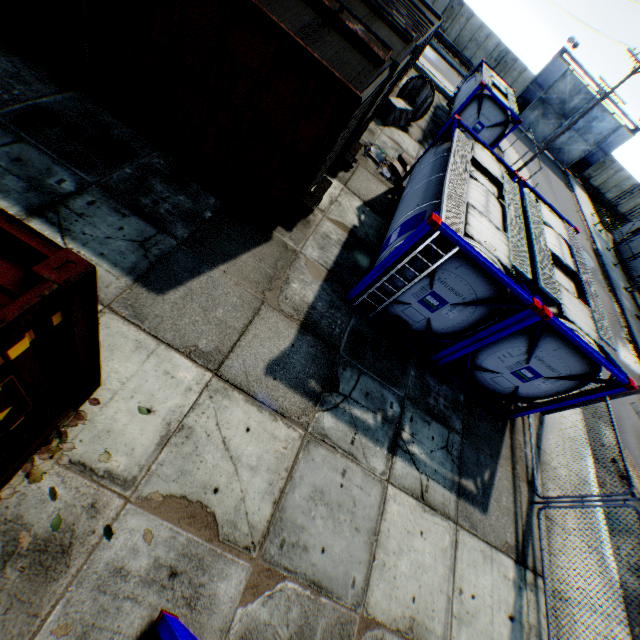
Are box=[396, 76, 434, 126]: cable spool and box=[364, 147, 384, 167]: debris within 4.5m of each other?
no

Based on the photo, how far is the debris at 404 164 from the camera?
12.5m

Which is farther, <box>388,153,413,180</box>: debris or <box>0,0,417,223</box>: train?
<box>388,153,413,180</box>: debris

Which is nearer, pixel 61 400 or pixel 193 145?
pixel 61 400

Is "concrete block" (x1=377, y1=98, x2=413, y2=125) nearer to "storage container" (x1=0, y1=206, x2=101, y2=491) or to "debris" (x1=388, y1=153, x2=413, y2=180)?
"debris" (x1=388, y1=153, x2=413, y2=180)

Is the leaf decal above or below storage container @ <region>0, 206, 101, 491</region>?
below

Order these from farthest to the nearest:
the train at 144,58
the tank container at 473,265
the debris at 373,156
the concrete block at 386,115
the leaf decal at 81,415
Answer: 1. the concrete block at 386,115
2. the debris at 373,156
3. the tank container at 473,265
4. the train at 144,58
5. the leaf decal at 81,415

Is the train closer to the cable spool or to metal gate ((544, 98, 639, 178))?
the cable spool
